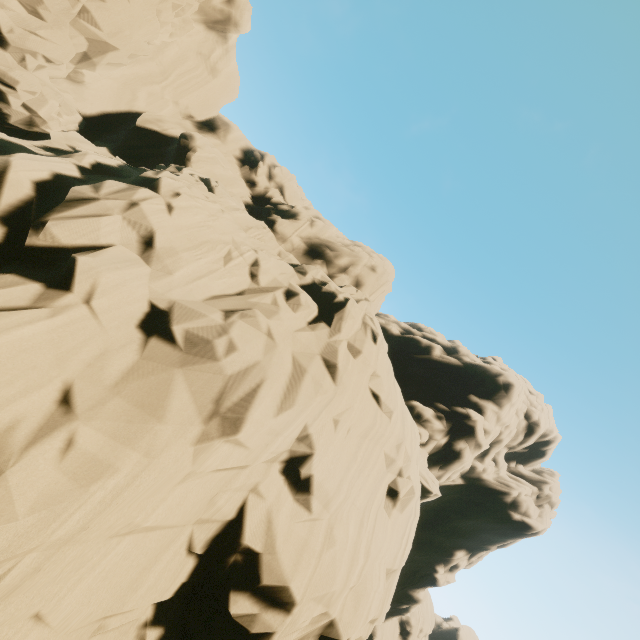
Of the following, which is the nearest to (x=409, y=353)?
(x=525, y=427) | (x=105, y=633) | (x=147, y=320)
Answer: (x=525, y=427)
